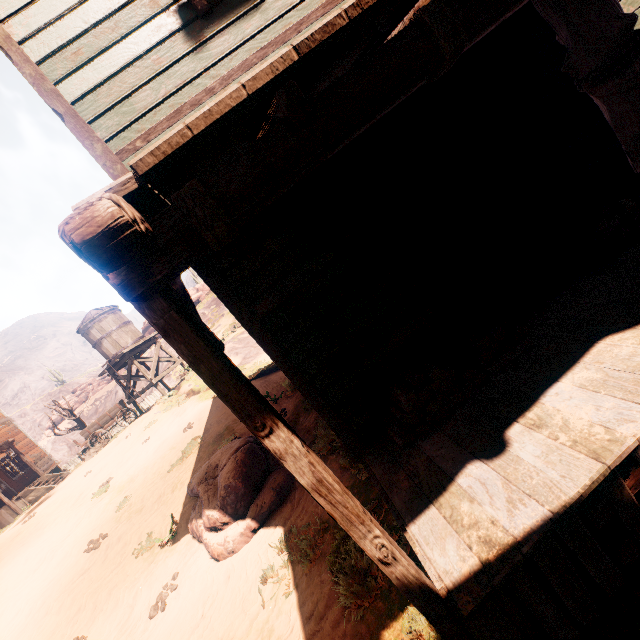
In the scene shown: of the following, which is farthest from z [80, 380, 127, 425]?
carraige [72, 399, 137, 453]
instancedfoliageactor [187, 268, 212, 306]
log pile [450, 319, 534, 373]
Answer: carraige [72, 399, 137, 453]

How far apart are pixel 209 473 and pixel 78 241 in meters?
7.6 m

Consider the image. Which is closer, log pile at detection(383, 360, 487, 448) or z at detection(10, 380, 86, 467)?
log pile at detection(383, 360, 487, 448)

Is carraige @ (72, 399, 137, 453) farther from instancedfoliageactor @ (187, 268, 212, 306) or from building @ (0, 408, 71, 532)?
instancedfoliageactor @ (187, 268, 212, 306)

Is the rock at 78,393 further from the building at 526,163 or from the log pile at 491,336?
the log pile at 491,336

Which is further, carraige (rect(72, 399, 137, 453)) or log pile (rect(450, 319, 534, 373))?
carraige (rect(72, 399, 137, 453))

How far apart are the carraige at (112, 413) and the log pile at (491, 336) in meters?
21.3

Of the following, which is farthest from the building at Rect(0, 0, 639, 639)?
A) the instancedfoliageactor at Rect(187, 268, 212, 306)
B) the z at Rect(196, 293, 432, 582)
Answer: the instancedfoliageactor at Rect(187, 268, 212, 306)
